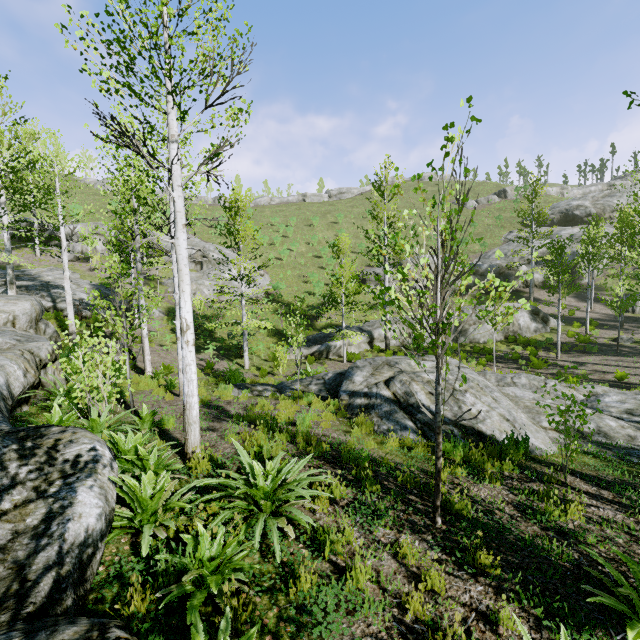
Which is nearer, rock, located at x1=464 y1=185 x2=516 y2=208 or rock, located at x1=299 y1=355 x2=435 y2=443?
rock, located at x1=299 y1=355 x2=435 y2=443

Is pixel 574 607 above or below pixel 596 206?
below

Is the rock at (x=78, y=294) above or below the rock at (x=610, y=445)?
above

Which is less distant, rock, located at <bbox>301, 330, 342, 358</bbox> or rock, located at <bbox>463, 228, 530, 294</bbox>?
rock, located at <bbox>301, 330, 342, 358</bbox>

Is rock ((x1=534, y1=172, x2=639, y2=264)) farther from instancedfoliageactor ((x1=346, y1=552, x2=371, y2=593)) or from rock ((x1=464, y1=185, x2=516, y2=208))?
instancedfoliageactor ((x1=346, y1=552, x2=371, y2=593))

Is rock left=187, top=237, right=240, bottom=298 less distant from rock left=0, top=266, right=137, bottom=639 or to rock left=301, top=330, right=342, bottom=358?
rock left=301, top=330, right=342, bottom=358

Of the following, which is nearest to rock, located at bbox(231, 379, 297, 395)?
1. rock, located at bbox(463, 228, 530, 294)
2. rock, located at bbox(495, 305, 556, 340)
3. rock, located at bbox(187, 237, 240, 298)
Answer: rock, located at bbox(495, 305, 556, 340)

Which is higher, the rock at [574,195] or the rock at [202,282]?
the rock at [574,195]
